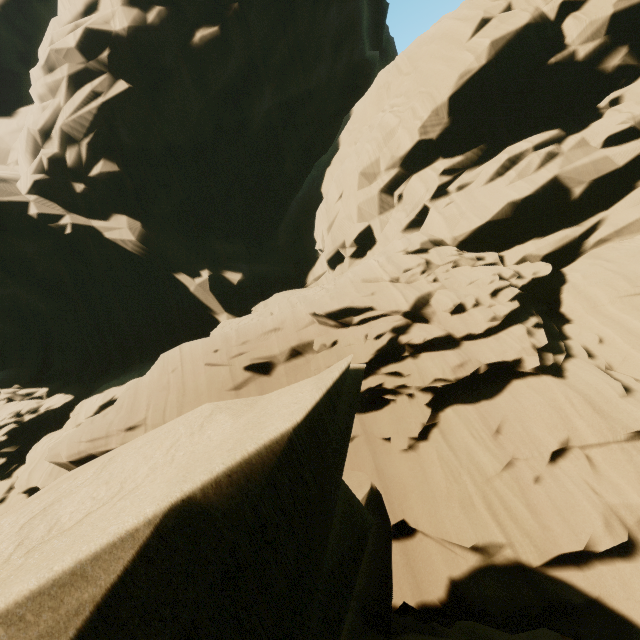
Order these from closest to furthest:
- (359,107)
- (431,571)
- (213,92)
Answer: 1. (431,571)
2. (359,107)
3. (213,92)
